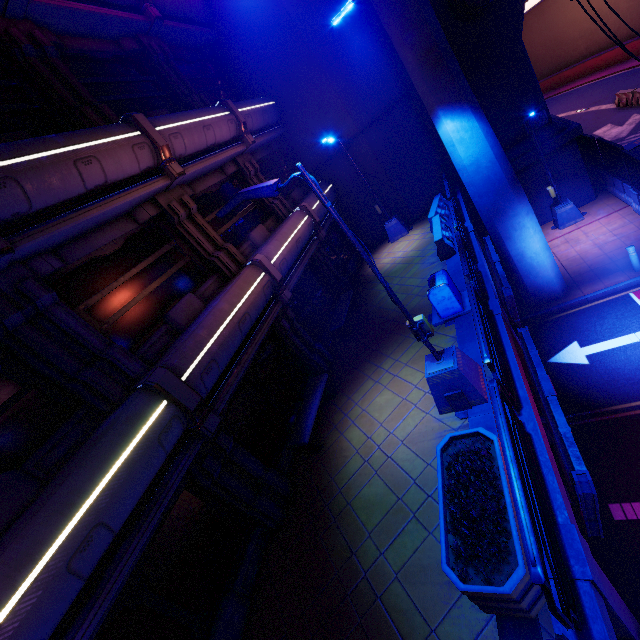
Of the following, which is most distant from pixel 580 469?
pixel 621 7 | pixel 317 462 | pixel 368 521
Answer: pixel 621 7

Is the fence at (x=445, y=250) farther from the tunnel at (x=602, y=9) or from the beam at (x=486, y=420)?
the tunnel at (x=602, y=9)

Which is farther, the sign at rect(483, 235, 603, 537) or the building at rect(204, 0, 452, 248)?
the building at rect(204, 0, 452, 248)

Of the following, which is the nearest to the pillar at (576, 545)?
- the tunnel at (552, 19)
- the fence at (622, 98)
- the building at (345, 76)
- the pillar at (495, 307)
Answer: the pillar at (495, 307)

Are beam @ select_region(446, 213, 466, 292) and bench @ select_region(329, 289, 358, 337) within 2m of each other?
no

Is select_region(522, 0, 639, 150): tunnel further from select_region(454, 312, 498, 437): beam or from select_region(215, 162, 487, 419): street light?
select_region(215, 162, 487, 419): street light

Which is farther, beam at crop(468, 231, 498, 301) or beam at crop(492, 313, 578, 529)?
beam at crop(468, 231, 498, 301)

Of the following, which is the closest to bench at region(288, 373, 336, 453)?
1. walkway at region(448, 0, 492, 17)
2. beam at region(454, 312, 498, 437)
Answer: beam at region(454, 312, 498, 437)
